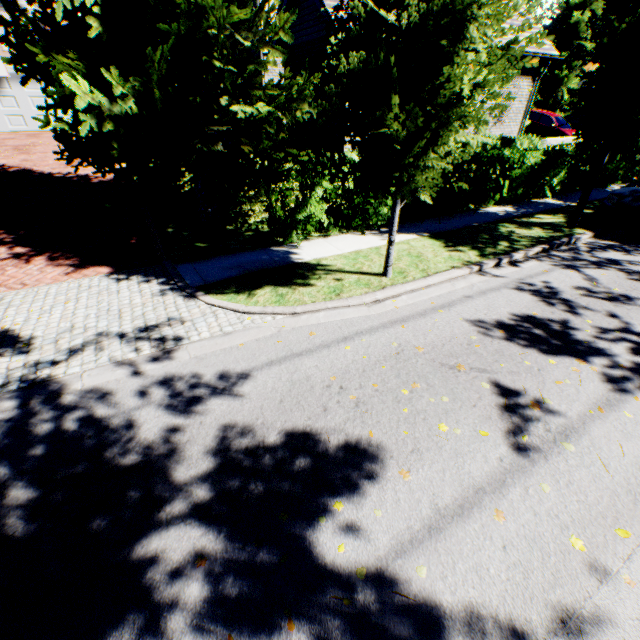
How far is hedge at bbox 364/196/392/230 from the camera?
8.8 meters

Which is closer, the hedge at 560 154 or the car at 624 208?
the car at 624 208

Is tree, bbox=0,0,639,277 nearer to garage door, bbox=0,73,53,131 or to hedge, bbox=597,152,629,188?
hedge, bbox=597,152,629,188

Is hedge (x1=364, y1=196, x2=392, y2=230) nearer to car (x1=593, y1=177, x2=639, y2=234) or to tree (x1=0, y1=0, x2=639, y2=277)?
tree (x1=0, y1=0, x2=639, y2=277)

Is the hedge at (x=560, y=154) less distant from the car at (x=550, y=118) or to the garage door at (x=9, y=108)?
the car at (x=550, y=118)

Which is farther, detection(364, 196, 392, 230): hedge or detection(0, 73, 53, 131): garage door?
detection(0, 73, 53, 131): garage door

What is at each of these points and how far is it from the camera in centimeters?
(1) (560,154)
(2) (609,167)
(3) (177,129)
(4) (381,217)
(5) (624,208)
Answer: (1) hedge, 1149cm
(2) hedge, 1380cm
(3) tree, 650cm
(4) hedge, 926cm
(5) car, 893cm

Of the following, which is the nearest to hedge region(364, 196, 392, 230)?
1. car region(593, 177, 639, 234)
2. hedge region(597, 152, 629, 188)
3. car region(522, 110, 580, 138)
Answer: hedge region(597, 152, 629, 188)
